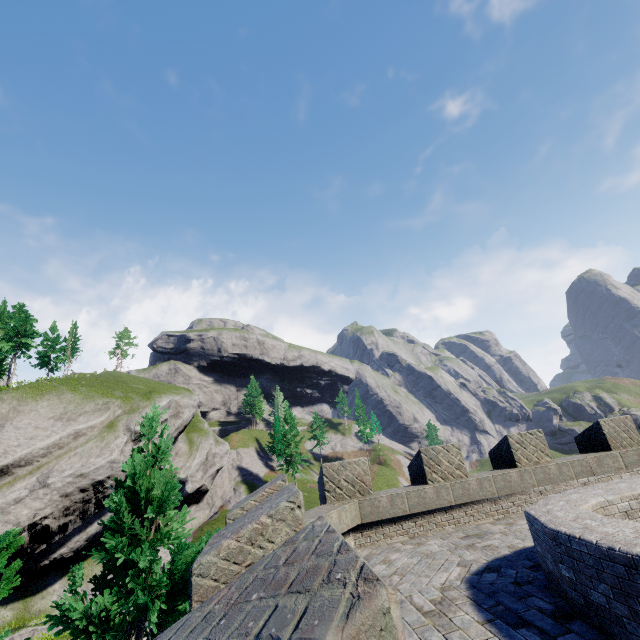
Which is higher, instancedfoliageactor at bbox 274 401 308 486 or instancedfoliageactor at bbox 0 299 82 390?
instancedfoliageactor at bbox 0 299 82 390

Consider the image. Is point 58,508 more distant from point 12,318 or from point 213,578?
point 213,578

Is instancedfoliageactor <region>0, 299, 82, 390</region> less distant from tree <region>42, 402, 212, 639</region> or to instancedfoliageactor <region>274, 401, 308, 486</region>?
tree <region>42, 402, 212, 639</region>

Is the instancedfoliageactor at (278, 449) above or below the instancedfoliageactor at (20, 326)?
below

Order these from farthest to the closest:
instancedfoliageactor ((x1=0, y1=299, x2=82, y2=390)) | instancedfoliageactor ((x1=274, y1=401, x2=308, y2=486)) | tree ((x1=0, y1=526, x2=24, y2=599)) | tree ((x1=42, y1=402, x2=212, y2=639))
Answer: instancedfoliageactor ((x1=274, y1=401, x2=308, y2=486))
instancedfoliageactor ((x1=0, y1=299, x2=82, y2=390))
tree ((x1=0, y1=526, x2=24, y2=599))
tree ((x1=42, y1=402, x2=212, y2=639))

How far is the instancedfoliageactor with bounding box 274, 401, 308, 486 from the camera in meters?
52.7 m

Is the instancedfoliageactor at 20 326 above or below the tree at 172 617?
above

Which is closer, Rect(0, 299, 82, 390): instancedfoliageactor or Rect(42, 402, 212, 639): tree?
Result: Rect(42, 402, 212, 639): tree
